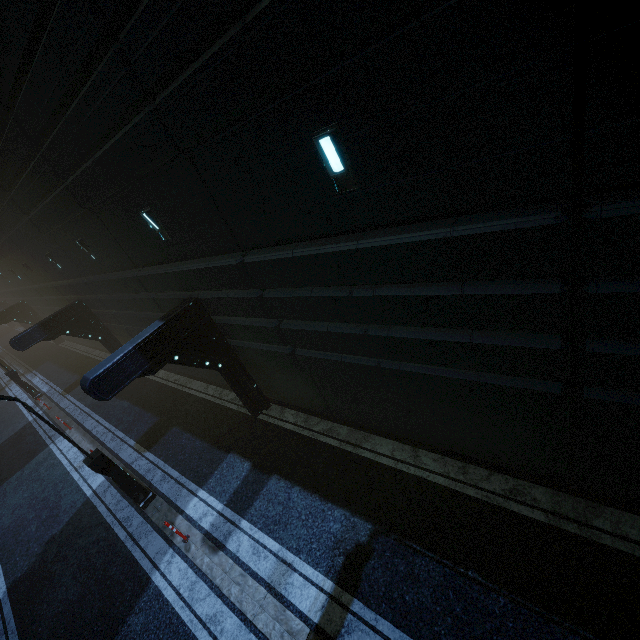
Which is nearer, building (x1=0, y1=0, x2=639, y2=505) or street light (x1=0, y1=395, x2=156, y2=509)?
building (x1=0, y1=0, x2=639, y2=505)

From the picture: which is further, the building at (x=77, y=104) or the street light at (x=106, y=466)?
the street light at (x=106, y=466)

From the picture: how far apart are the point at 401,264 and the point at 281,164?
2.58m
